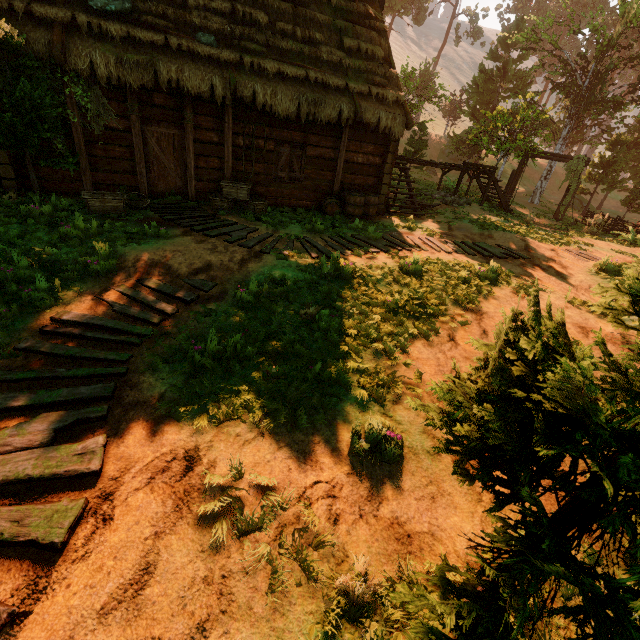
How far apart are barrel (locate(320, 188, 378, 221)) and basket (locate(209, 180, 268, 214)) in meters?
1.9 m

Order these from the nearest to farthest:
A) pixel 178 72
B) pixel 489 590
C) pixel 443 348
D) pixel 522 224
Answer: pixel 489 590
pixel 443 348
pixel 178 72
pixel 522 224

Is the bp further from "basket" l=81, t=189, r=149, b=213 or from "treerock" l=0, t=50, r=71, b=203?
"treerock" l=0, t=50, r=71, b=203

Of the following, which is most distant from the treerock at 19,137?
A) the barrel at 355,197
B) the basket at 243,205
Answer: the barrel at 355,197

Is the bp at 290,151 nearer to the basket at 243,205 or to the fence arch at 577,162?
the basket at 243,205

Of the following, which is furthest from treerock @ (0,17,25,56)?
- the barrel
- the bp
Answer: the barrel

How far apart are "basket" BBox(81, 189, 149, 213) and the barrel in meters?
5.5

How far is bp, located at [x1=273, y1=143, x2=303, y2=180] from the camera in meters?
10.9 m
